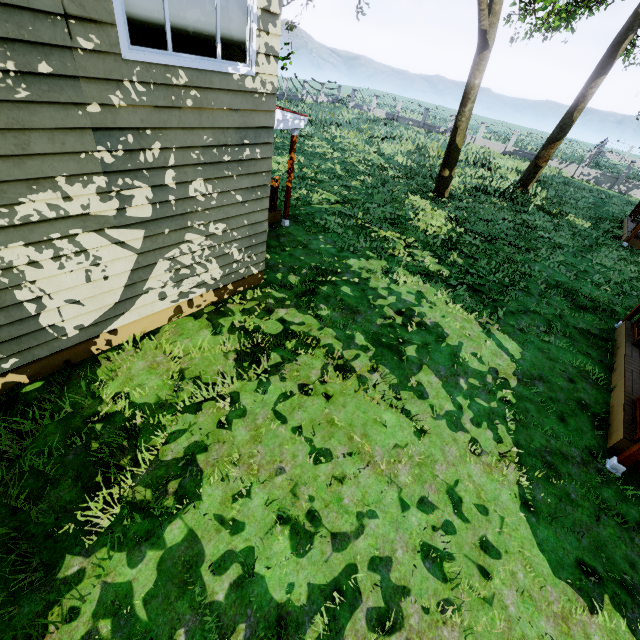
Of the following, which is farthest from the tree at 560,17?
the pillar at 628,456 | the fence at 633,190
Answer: the pillar at 628,456

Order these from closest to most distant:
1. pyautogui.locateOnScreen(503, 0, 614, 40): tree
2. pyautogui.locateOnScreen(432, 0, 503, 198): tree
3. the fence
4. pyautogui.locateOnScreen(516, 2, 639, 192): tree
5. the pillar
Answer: the pillar → pyautogui.locateOnScreen(503, 0, 614, 40): tree → pyautogui.locateOnScreen(432, 0, 503, 198): tree → pyautogui.locateOnScreen(516, 2, 639, 192): tree → the fence

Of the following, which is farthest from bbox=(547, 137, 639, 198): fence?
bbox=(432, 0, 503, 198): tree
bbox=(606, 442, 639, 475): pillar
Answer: A: bbox=(606, 442, 639, 475): pillar

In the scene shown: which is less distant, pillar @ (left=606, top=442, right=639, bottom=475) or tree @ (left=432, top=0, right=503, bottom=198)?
pillar @ (left=606, top=442, right=639, bottom=475)

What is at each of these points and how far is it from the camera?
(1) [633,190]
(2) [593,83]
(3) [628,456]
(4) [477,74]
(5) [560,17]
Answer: (1) fence, 27.3m
(2) tree, 16.7m
(3) pillar, 5.2m
(4) tree, 13.6m
(5) tree, 19.5m

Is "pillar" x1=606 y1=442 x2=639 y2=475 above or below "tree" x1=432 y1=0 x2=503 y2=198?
below
